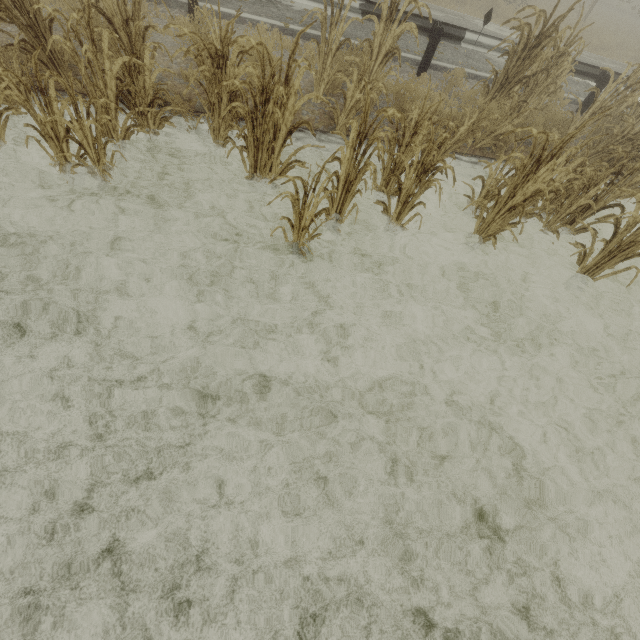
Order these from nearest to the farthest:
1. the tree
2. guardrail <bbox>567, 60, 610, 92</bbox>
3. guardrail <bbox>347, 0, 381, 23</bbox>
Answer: the tree, guardrail <bbox>347, 0, 381, 23</bbox>, guardrail <bbox>567, 60, 610, 92</bbox>

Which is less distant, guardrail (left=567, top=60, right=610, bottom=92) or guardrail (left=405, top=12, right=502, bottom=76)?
guardrail (left=405, top=12, right=502, bottom=76)

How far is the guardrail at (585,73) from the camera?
8.1m

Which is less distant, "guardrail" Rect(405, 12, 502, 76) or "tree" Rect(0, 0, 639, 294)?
"tree" Rect(0, 0, 639, 294)

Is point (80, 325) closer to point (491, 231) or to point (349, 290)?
point (349, 290)

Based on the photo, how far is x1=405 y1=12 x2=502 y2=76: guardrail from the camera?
6.9m

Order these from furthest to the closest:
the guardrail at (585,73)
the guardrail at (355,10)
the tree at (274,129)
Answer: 1. the guardrail at (585,73)
2. the guardrail at (355,10)
3. the tree at (274,129)
